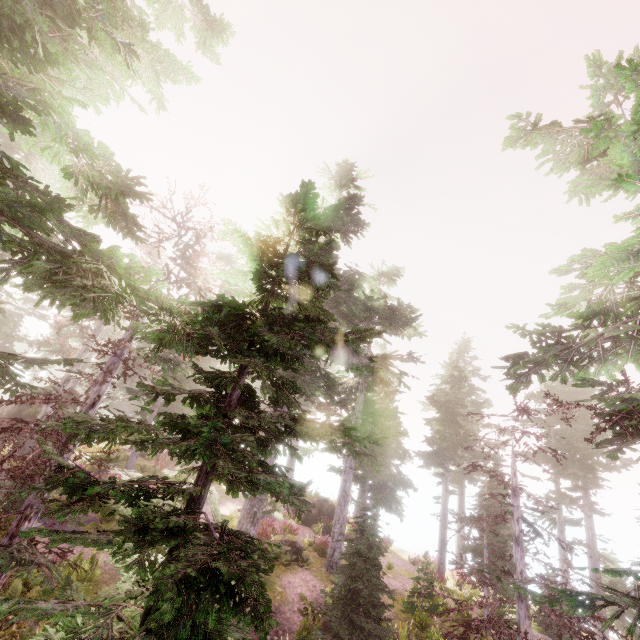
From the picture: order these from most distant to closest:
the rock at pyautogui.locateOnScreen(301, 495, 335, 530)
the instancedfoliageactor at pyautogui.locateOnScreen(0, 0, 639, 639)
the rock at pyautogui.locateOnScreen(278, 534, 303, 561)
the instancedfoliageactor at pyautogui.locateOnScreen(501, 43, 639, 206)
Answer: the rock at pyautogui.locateOnScreen(301, 495, 335, 530) < the rock at pyautogui.locateOnScreen(278, 534, 303, 561) < the instancedfoliageactor at pyautogui.locateOnScreen(501, 43, 639, 206) < the instancedfoliageactor at pyautogui.locateOnScreen(0, 0, 639, 639)

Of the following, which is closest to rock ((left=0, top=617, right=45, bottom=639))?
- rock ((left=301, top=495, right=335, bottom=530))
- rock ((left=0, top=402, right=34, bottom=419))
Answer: rock ((left=0, top=402, right=34, bottom=419))

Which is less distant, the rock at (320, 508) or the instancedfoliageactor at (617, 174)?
the instancedfoliageactor at (617, 174)

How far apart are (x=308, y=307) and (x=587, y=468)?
25.5 meters

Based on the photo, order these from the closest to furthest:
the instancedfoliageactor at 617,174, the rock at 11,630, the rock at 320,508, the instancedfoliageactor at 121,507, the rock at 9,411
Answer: the instancedfoliageactor at 121,507 < the instancedfoliageactor at 617,174 < the rock at 11,630 < the rock at 9,411 < the rock at 320,508

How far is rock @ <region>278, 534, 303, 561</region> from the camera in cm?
1723

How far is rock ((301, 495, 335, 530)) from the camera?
25.78m

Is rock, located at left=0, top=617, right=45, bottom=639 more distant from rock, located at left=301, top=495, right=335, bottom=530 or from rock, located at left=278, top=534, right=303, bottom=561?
rock, located at left=301, top=495, right=335, bottom=530
